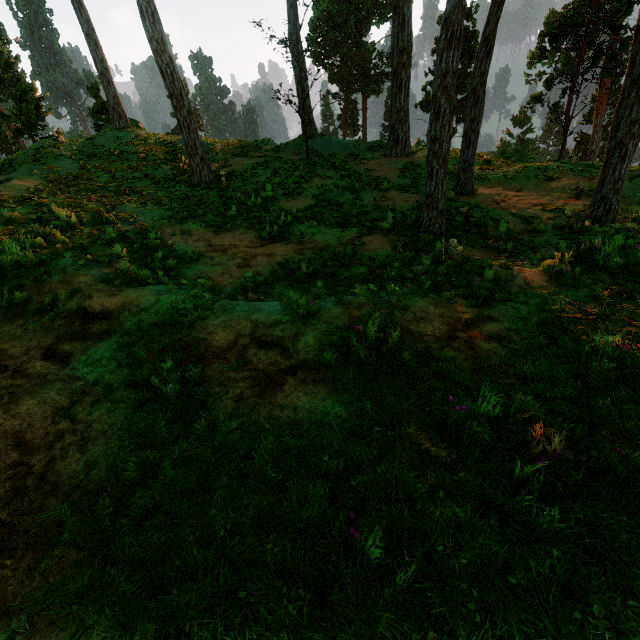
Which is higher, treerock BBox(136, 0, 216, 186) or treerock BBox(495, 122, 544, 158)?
treerock BBox(136, 0, 216, 186)

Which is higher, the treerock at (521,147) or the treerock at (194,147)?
the treerock at (194,147)

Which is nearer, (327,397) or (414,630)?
(414,630)

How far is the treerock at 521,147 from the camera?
27.44m

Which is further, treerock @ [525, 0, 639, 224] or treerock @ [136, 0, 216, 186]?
treerock @ [136, 0, 216, 186]

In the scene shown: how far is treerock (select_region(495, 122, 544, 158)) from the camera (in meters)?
27.44
